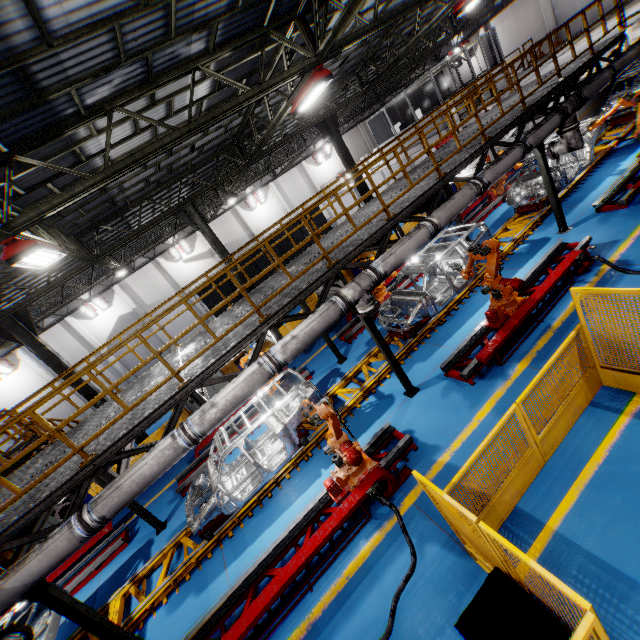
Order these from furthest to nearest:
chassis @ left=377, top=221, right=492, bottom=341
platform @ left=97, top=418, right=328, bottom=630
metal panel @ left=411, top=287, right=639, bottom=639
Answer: A:
chassis @ left=377, top=221, right=492, bottom=341
platform @ left=97, top=418, right=328, bottom=630
metal panel @ left=411, top=287, right=639, bottom=639

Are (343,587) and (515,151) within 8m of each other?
no

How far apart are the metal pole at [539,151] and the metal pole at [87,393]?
17.41m

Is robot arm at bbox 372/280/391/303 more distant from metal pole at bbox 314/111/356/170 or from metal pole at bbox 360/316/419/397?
metal pole at bbox 314/111/356/170

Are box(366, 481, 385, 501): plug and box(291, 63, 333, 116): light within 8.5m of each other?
no

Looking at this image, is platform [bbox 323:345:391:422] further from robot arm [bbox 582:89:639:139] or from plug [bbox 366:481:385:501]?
plug [bbox 366:481:385:501]

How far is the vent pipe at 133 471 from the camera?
5.4m

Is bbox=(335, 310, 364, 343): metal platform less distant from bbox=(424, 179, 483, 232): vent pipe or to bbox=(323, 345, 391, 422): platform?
bbox=(323, 345, 391, 422): platform
